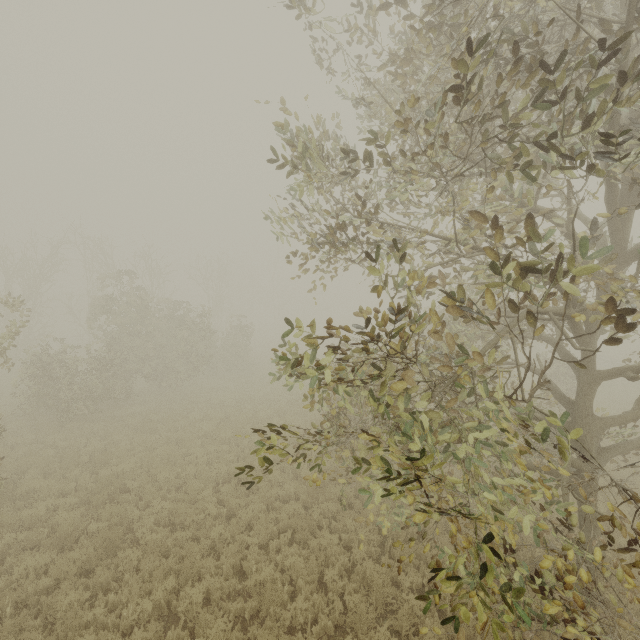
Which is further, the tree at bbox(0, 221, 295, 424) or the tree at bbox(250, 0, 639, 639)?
the tree at bbox(0, 221, 295, 424)

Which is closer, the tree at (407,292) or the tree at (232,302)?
the tree at (407,292)

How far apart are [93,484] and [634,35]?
18.6 meters
